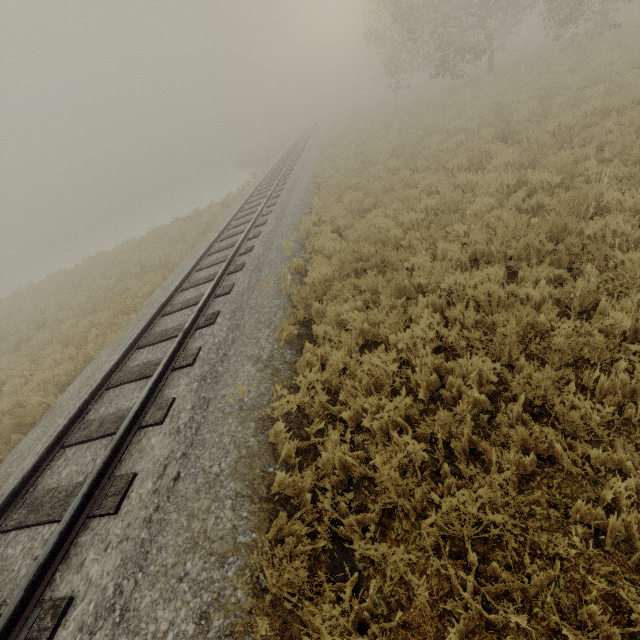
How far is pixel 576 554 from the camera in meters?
2.5 m
